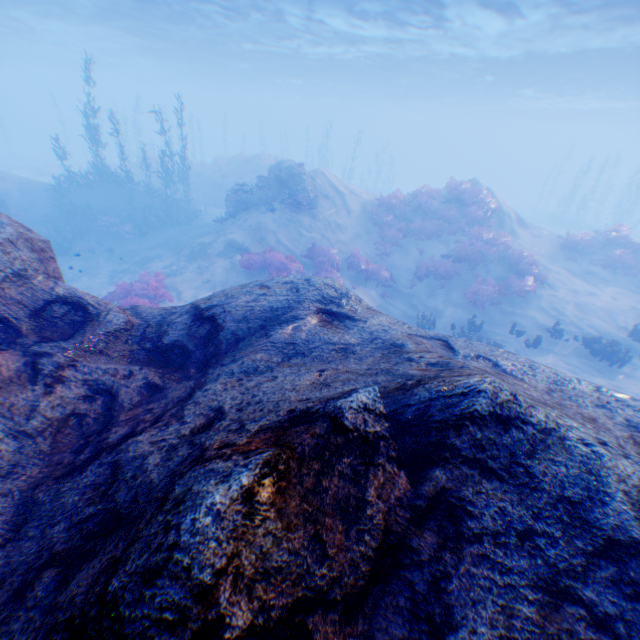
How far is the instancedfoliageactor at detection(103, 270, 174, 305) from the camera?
9.8 meters

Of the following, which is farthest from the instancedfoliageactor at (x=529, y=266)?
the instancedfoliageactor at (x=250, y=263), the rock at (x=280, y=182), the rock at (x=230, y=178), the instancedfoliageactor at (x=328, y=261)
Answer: the rock at (x=230, y=178)

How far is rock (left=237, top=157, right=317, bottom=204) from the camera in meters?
17.5 m

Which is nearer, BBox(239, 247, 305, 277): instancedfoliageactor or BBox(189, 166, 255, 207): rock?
BBox(239, 247, 305, 277): instancedfoliageactor

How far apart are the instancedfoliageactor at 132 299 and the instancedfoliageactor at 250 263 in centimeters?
303cm

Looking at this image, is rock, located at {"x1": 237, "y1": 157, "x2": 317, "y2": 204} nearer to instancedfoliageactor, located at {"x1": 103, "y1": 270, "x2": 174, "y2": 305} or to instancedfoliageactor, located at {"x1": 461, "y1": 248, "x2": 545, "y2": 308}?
instancedfoliageactor, located at {"x1": 103, "y1": 270, "x2": 174, "y2": 305}

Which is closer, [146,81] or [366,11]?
[366,11]

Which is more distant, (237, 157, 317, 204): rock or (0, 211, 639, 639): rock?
(237, 157, 317, 204): rock
